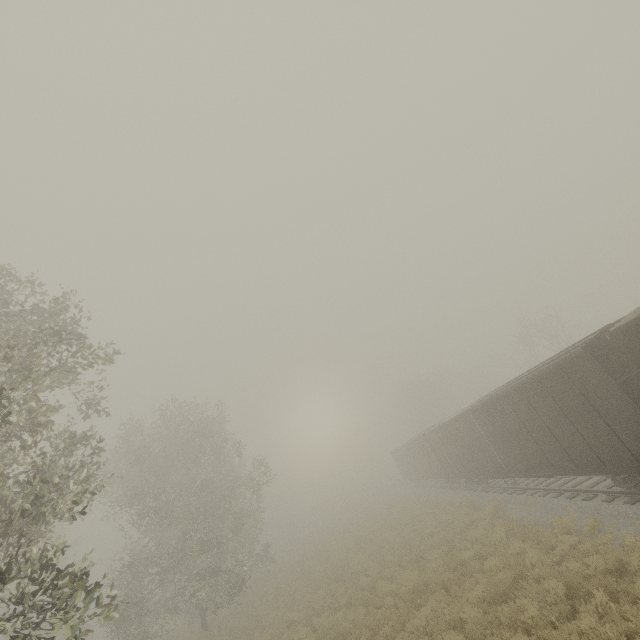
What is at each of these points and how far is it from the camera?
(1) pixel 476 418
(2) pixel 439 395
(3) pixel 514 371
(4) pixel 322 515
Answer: (1) boxcar, 17.0m
(2) tree, 54.9m
(3) tree, 55.8m
(4) tree, 53.9m

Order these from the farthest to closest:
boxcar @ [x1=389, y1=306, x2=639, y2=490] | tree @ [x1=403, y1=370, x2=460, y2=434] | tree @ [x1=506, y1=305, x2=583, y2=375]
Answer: tree @ [x1=403, y1=370, x2=460, y2=434]
tree @ [x1=506, y1=305, x2=583, y2=375]
boxcar @ [x1=389, y1=306, x2=639, y2=490]

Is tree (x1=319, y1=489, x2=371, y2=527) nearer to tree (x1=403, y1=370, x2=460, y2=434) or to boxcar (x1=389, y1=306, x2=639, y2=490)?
tree (x1=403, y1=370, x2=460, y2=434)

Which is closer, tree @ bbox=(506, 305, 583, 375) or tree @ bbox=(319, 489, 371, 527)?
tree @ bbox=(506, 305, 583, 375)

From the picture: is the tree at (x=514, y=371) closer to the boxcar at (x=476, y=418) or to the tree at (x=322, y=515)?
the tree at (x=322, y=515)

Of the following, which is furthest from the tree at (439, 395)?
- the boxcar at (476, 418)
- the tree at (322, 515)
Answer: the boxcar at (476, 418)
